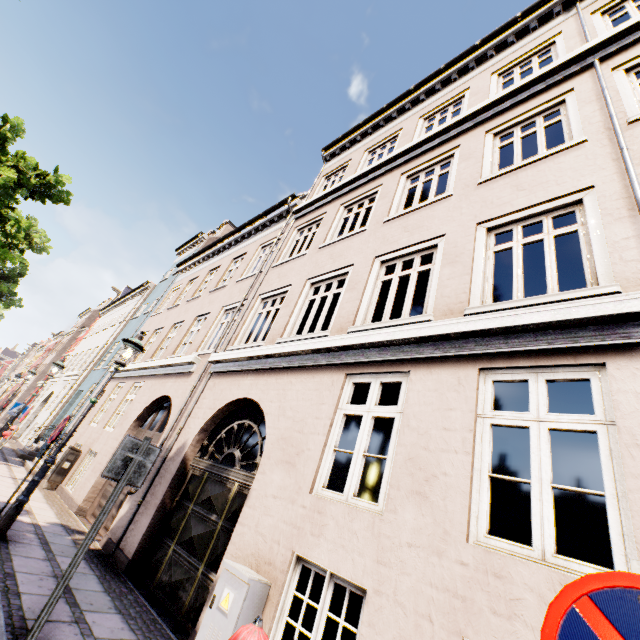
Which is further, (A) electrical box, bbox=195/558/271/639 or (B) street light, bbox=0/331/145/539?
(B) street light, bbox=0/331/145/539

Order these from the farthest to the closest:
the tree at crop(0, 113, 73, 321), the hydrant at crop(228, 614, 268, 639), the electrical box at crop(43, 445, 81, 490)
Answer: the tree at crop(0, 113, 73, 321) < the electrical box at crop(43, 445, 81, 490) < the hydrant at crop(228, 614, 268, 639)

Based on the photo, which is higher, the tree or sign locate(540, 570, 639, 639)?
the tree

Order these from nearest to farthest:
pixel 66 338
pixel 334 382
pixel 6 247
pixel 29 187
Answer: pixel 334 382, pixel 6 247, pixel 29 187, pixel 66 338

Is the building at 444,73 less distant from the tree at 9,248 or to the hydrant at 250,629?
the tree at 9,248

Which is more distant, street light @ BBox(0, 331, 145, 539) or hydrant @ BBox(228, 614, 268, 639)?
street light @ BBox(0, 331, 145, 539)

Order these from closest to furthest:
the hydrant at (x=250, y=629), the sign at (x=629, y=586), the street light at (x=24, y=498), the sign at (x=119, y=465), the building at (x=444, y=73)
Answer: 1. the sign at (x=629, y=586)
2. the hydrant at (x=250, y=629)
3. the building at (x=444, y=73)
4. the sign at (x=119, y=465)
5. the street light at (x=24, y=498)

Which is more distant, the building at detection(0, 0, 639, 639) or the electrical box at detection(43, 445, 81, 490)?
the electrical box at detection(43, 445, 81, 490)
